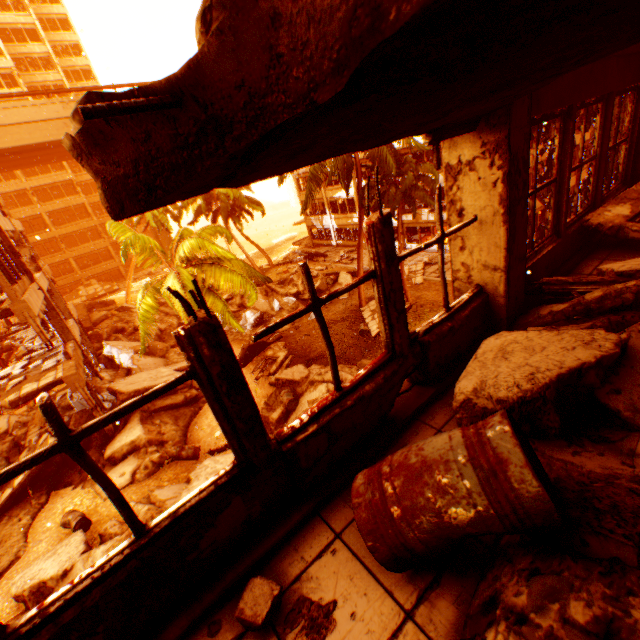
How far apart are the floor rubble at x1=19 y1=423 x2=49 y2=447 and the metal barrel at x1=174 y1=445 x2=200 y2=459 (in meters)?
5.99

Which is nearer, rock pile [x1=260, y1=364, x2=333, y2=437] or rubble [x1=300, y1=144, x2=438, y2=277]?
rock pile [x1=260, y1=364, x2=333, y2=437]

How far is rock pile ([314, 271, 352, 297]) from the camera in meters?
23.1 m

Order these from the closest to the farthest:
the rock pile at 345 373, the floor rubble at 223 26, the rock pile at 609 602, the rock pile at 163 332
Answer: the floor rubble at 223 26 < the rock pile at 609 602 < the rock pile at 345 373 < the rock pile at 163 332

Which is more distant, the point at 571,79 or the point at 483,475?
the point at 571,79

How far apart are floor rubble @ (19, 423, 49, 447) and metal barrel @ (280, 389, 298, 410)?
10.04m

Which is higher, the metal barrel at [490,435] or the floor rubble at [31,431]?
the metal barrel at [490,435]
